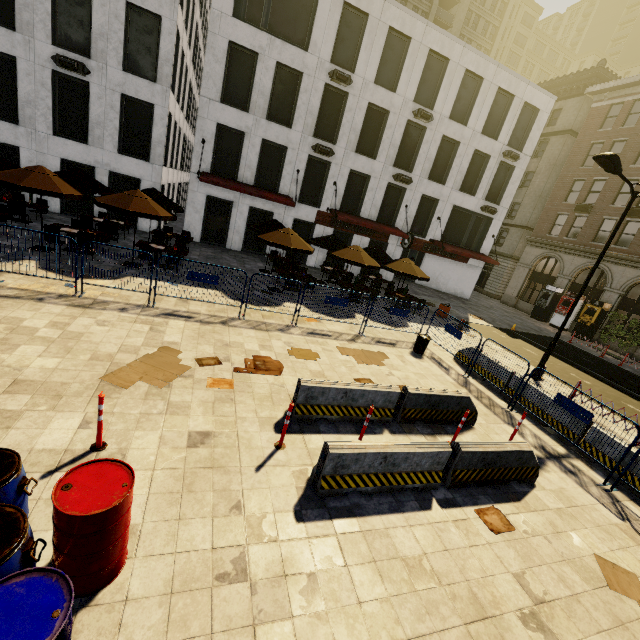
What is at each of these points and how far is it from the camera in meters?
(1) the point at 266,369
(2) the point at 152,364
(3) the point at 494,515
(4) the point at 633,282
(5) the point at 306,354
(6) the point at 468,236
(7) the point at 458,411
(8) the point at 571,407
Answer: (1) cardboard, 8.2
(2) cardboard, 7.1
(3) cardboard, 5.6
(4) building, 23.9
(5) cardboard, 9.6
(6) building, 26.7
(7) cement barricade, 8.1
(8) fence, 8.2

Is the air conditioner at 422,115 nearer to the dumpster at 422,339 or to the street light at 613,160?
the street light at 613,160

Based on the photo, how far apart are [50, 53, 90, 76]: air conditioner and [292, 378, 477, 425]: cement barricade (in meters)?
19.53

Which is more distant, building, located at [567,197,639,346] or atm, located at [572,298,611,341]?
atm, located at [572,298,611,341]

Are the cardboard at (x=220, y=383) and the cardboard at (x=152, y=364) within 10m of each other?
yes

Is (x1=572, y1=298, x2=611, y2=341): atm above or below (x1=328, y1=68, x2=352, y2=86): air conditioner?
below

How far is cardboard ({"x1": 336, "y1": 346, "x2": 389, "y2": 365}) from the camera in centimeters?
1029cm

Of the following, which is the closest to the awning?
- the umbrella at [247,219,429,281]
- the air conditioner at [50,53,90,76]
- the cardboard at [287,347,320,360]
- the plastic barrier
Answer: the umbrella at [247,219,429,281]
